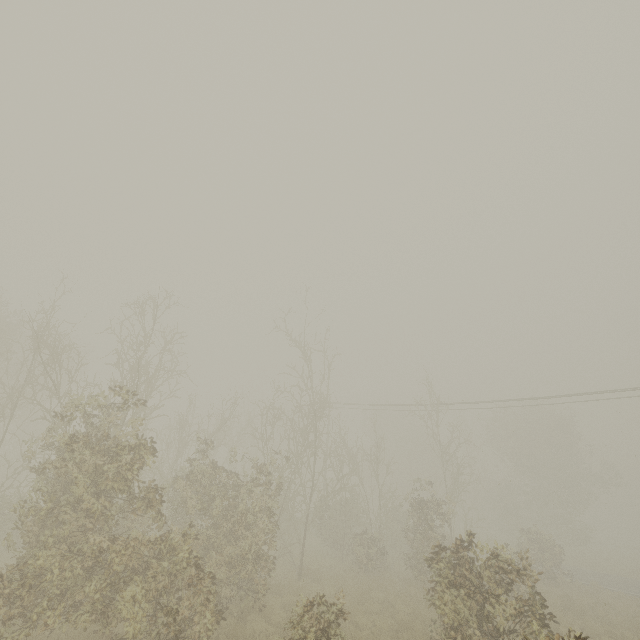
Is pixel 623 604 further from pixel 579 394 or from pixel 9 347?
pixel 9 347
